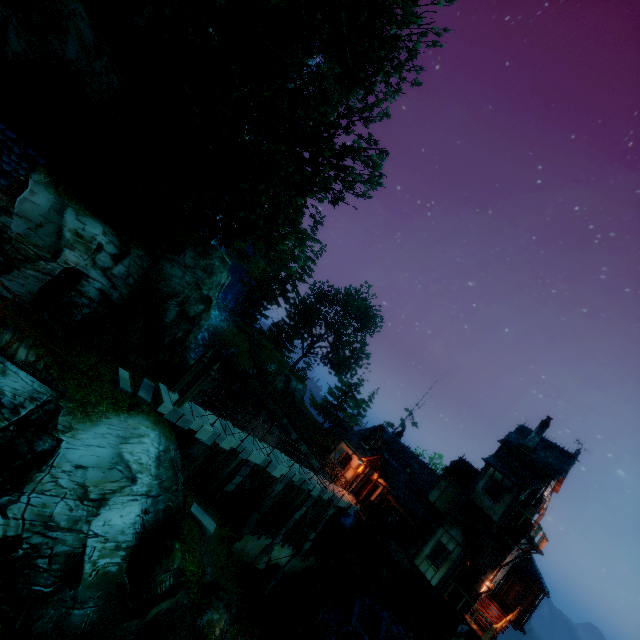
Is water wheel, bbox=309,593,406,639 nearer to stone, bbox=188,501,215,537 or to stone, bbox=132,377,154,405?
stone, bbox=188,501,215,537

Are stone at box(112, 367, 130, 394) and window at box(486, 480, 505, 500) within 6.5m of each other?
no

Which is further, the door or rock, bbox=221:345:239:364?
rock, bbox=221:345:239:364

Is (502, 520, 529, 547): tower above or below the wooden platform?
above

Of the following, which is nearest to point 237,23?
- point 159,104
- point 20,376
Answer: point 159,104

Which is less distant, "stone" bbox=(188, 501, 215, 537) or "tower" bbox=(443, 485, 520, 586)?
"stone" bbox=(188, 501, 215, 537)

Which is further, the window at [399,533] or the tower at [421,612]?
the window at [399,533]

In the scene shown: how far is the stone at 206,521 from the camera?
15.6 meters
